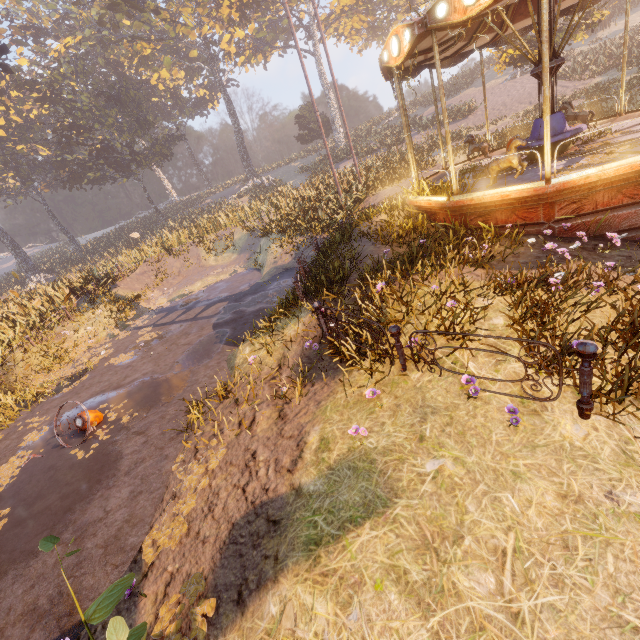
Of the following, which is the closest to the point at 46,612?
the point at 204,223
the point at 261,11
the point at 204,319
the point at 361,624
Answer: the point at 361,624

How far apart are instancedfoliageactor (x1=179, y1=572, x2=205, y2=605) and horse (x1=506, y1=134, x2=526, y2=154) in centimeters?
904cm

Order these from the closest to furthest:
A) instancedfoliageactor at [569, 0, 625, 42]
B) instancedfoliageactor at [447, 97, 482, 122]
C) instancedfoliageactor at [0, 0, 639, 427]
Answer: instancedfoliageactor at [0, 0, 639, 427]
instancedfoliageactor at [569, 0, 625, 42]
instancedfoliageactor at [447, 97, 482, 122]

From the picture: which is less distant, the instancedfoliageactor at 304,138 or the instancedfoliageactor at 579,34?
the instancedfoliageactor at 579,34

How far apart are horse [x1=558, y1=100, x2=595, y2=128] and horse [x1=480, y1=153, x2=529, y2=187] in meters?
5.5 m

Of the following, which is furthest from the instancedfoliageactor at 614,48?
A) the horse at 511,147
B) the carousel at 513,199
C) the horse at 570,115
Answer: the horse at 511,147

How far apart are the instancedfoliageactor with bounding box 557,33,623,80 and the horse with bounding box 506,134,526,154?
Answer: 26.15m

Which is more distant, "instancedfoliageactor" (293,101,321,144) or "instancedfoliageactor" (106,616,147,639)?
"instancedfoliageactor" (293,101,321,144)
